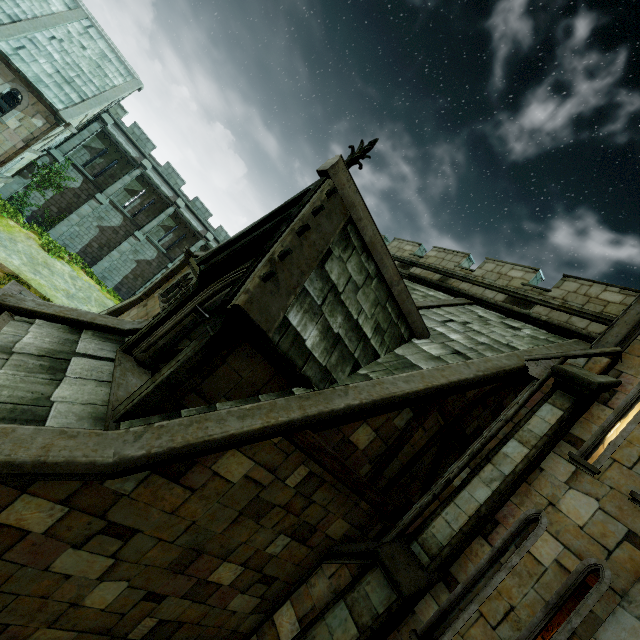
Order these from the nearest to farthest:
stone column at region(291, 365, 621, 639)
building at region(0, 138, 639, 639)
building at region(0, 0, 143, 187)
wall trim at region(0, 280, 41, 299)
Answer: building at region(0, 138, 639, 639) → stone column at region(291, 365, 621, 639) → wall trim at region(0, 280, 41, 299) → building at region(0, 0, 143, 187)

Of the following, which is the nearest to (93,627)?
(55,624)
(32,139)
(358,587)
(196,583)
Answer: (55,624)

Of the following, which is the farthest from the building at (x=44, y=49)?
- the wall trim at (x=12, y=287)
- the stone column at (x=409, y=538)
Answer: the wall trim at (x=12, y=287)

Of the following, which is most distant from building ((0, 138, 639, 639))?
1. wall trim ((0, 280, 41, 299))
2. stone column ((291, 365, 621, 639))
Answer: wall trim ((0, 280, 41, 299))

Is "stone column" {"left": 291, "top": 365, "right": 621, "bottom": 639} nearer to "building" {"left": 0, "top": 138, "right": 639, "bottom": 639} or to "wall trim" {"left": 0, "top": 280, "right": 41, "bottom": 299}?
"building" {"left": 0, "top": 138, "right": 639, "bottom": 639}
